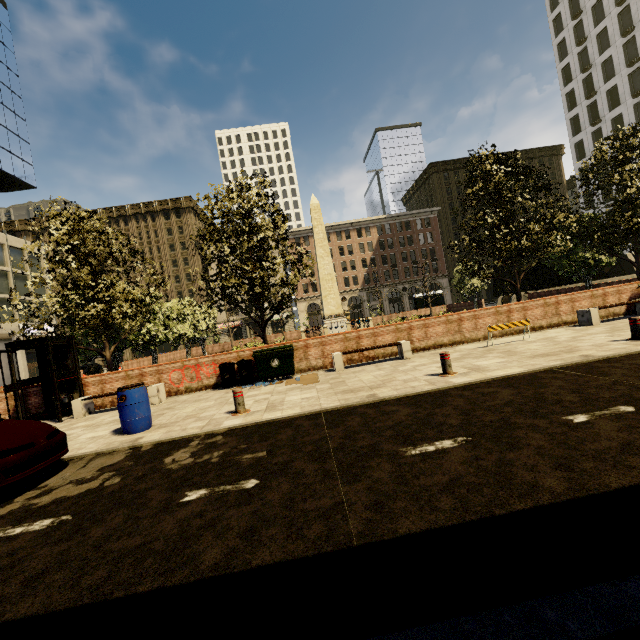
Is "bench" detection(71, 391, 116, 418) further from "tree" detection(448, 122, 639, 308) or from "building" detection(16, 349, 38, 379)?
Answer: "building" detection(16, 349, 38, 379)

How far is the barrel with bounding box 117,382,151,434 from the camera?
7.1 meters

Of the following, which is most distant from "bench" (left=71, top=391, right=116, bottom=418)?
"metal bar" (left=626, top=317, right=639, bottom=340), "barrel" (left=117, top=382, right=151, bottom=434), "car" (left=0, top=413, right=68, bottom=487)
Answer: "metal bar" (left=626, top=317, right=639, bottom=340)

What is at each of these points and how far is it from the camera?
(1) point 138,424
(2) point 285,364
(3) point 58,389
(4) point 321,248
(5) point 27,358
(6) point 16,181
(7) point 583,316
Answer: (1) barrel, 7.1 meters
(2) dumpster, 10.9 meters
(3) phone booth, 10.2 meters
(4) obelisk, 25.9 meters
(5) building, 58.4 meters
(6) building, 40.0 meters
(7) bench, 11.8 meters

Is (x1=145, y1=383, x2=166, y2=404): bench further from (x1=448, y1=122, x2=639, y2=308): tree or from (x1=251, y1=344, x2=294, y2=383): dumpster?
(x1=251, y1=344, x2=294, y2=383): dumpster

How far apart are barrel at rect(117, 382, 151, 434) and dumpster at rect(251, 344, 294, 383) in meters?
3.6

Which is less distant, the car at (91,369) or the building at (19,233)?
the car at (91,369)

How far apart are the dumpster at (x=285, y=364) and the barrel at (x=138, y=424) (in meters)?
3.62
